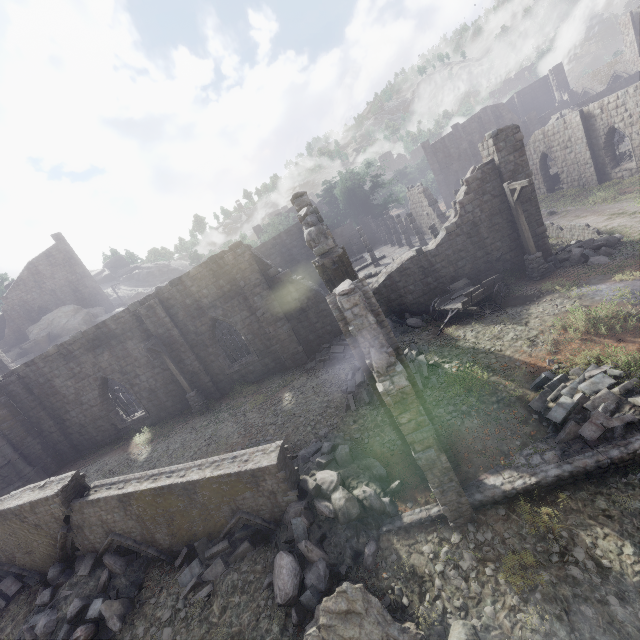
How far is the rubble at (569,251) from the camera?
14.22m

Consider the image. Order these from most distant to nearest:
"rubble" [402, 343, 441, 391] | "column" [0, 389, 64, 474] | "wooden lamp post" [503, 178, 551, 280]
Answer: "column" [0, 389, 64, 474], "wooden lamp post" [503, 178, 551, 280], "rubble" [402, 343, 441, 391]

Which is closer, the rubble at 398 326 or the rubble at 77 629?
the rubble at 77 629

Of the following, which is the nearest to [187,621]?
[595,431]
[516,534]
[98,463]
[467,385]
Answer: [516,534]

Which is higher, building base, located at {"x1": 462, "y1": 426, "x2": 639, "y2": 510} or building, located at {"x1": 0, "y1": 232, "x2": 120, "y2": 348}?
building, located at {"x1": 0, "y1": 232, "x2": 120, "y2": 348}

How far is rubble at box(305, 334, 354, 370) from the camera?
15.96m

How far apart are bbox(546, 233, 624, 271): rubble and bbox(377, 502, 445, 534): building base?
13.2m

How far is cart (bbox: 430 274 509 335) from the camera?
14.0m
